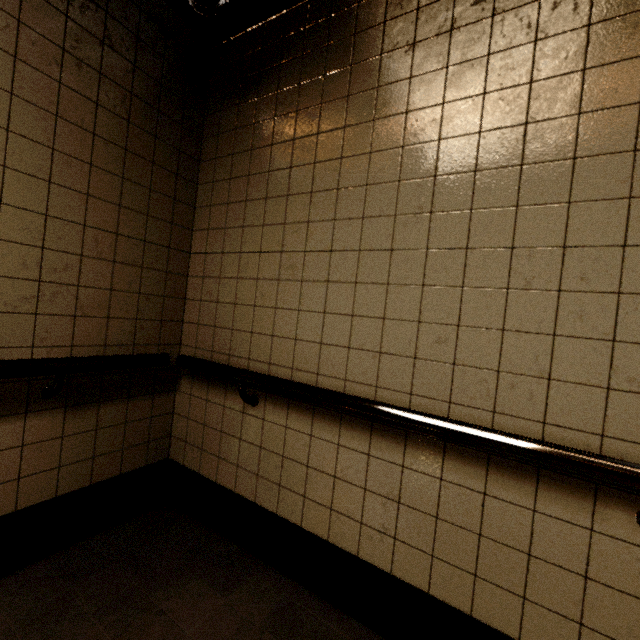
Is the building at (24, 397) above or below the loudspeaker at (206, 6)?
below

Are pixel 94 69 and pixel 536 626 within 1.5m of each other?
no

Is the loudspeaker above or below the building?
above
